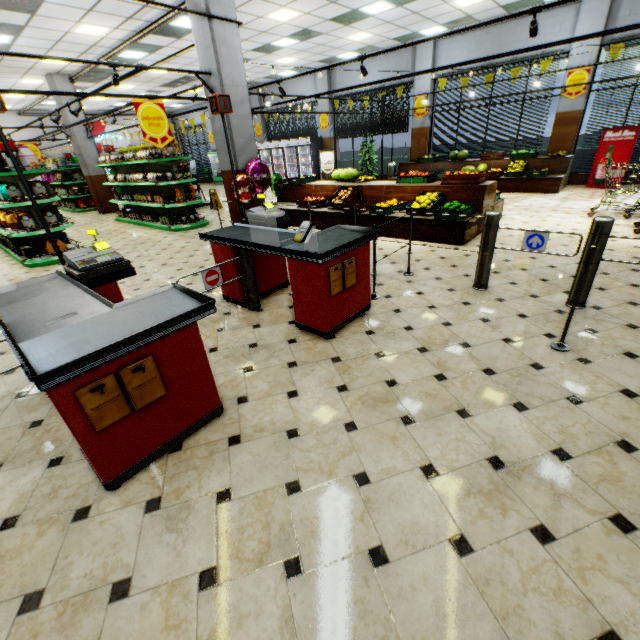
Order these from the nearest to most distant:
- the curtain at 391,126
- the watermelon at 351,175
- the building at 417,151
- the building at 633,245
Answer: the building at 633,245, the watermelon at 351,175, the building at 417,151, the curtain at 391,126

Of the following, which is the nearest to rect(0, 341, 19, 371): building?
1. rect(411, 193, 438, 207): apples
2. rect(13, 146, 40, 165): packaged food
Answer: rect(411, 193, 438, 207): apples

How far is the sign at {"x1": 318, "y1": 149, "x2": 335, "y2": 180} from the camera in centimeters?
1620cm

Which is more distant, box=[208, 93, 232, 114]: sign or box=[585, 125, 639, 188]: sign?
box=[585, 125, 639, 188]: sign

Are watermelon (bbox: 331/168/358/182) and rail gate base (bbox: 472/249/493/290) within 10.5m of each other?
yes

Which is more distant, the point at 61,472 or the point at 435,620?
the point at 61,472

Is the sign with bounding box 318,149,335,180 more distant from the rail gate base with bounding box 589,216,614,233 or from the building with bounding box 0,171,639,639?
the rail gate base with bounding box 589,216,614,233

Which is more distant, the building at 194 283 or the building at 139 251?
the building at 139 251
